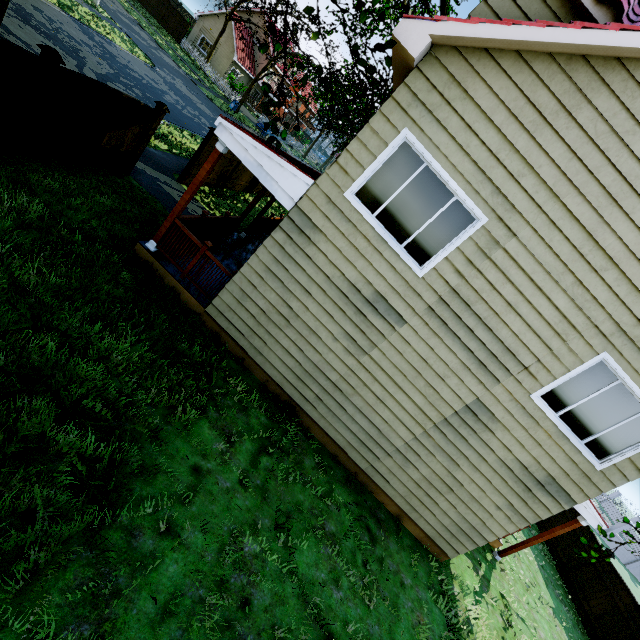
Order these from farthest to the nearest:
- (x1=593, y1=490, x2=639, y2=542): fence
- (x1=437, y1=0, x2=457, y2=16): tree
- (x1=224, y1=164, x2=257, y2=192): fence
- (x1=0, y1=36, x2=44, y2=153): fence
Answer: (x1=593, y1=490, x2=639, y2=542): fence → (x1=224, y1=164, x2=257, y2=192): fence → (x1=437, y1=0, x2=457, y2=16): tree → (x1=0, y1=36, x2=44, y2=153): fence

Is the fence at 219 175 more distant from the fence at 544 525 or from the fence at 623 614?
the fence at 544 525

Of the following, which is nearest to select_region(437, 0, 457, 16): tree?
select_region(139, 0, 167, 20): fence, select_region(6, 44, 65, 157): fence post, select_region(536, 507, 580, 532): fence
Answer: select_region(139, 0, 167, 20): fence

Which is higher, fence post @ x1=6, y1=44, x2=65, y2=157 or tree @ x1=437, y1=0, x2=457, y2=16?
tree @ x1=437, y1=0, x2=457, y2=16

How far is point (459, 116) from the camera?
4.92m

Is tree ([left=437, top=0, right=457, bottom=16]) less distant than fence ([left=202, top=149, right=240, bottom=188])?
Yes

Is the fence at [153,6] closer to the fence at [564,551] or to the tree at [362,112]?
the tree at [362,112]

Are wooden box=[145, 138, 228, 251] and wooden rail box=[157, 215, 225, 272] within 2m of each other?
yes
